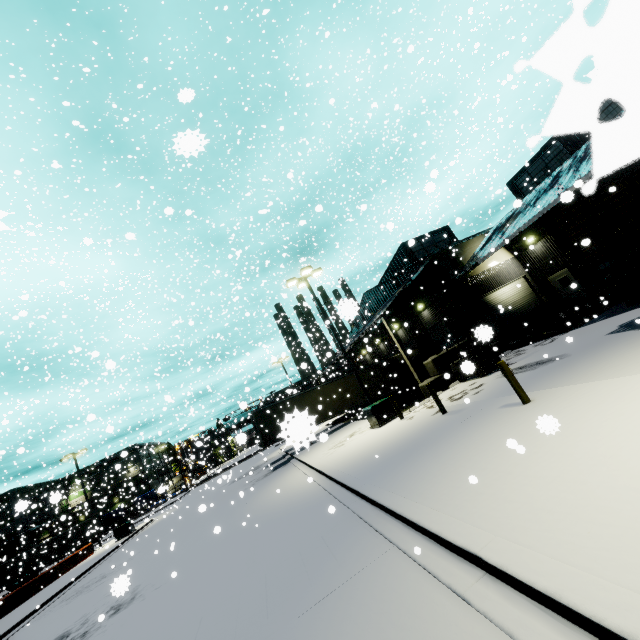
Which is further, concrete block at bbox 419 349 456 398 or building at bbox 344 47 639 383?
concrete block at bbox 419 349 456 398

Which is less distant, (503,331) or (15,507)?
(15,507)

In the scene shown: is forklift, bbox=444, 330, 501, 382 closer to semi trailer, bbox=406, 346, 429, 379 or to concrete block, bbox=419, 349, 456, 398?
concrete block, bbox=419, 349, 456, 398

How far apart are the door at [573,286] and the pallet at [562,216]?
5.0 meters

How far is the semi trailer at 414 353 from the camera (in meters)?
27.92

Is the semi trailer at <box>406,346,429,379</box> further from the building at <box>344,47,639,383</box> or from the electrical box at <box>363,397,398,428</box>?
the electrical box at <box>363,397,398,428</box>

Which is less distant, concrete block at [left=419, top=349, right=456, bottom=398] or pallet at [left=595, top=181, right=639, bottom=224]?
pallet at [left=595, top=181, right=639, bottom=224]

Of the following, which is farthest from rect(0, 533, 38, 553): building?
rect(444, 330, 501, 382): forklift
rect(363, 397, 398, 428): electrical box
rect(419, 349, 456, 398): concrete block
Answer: rect(363, 397, 398, 428): electrical box
